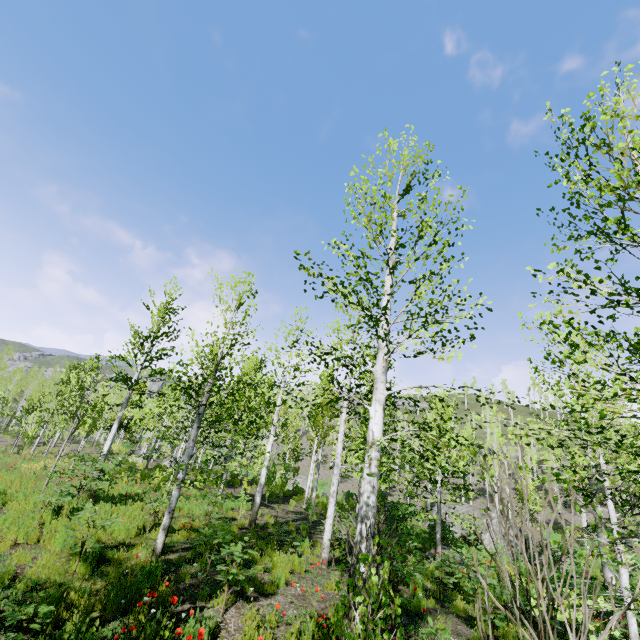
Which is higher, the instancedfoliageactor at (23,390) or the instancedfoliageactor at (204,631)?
the instancedfoliageactor at (23,390)

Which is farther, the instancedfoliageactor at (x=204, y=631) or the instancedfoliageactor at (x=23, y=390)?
the instancedfoliageactor at (x=204, y=631)

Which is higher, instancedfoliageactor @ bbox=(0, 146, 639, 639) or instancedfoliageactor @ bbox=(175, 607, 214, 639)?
instancedfoliageactor @ bbox=(0, 146, 639, 639)

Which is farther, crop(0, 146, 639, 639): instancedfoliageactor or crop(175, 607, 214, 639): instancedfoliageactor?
crop(175, 607, 214, 639): instancedfoliageactor

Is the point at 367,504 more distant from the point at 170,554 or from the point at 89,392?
the point at 89,392
